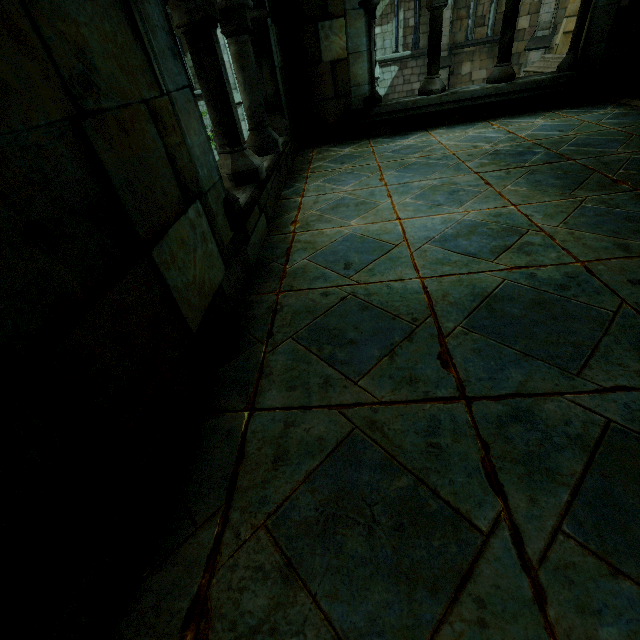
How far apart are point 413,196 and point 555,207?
1.08m
